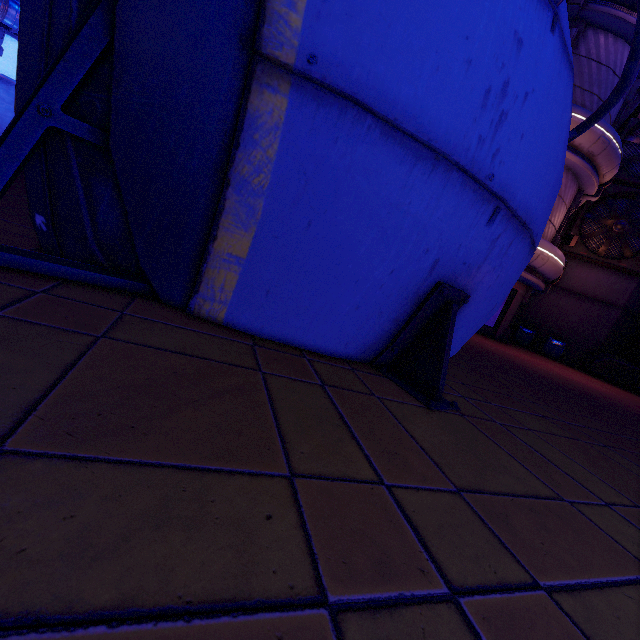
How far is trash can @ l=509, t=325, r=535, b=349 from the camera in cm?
1909

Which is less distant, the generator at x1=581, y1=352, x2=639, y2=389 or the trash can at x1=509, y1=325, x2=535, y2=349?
the generator at x1=581, y1=352, x2=639, y2=389

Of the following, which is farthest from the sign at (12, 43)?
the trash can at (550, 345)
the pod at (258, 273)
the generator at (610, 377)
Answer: the generator at (610, 377)

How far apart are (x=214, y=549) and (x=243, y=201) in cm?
186

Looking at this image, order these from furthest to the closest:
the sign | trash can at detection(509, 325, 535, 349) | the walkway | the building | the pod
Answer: the sign < the walkway < trash can at detection(509, 325, 535, 349) < the building < the pod

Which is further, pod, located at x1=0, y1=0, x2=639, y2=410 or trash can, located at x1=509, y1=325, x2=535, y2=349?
trash can, located at x1=509, y1=325, x2=535, y2=349

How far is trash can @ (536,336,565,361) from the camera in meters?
18.5

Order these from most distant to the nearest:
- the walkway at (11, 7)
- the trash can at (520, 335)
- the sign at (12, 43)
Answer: the sign at (12, 43), the walkway at (11, 7), the trash can at (520, 335)
